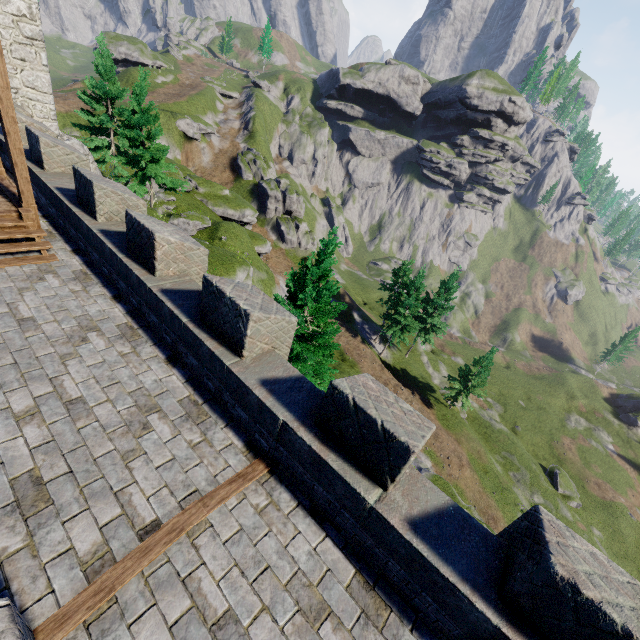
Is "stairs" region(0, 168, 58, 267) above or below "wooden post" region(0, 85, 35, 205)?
Answer: below

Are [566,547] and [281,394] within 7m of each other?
yes

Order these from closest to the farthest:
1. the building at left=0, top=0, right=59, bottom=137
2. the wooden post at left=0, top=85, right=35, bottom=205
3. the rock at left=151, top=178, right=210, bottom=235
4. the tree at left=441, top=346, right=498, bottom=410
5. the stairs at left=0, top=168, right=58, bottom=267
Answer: the wooden post at left=0, top=85, right=35, bottom=205, the stairs at left=0, top=168, right=58, bottom=267, the building at left=0, top=0, right=59, bottom=137, the rock at left=151, top=178, right=210, bottom=235, the tree at left=441, top=346, right=498, bottom=410

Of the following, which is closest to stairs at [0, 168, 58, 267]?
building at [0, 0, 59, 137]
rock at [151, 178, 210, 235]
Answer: building at [0, 0, 59, 137]

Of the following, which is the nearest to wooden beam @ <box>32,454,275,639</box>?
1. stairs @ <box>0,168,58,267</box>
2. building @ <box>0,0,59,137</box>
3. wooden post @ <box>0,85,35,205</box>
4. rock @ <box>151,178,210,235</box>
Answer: stairs @ <box>0,168,58,267</box>

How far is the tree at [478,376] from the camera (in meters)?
36.09

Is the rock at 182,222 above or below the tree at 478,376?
above

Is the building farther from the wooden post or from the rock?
the rock
